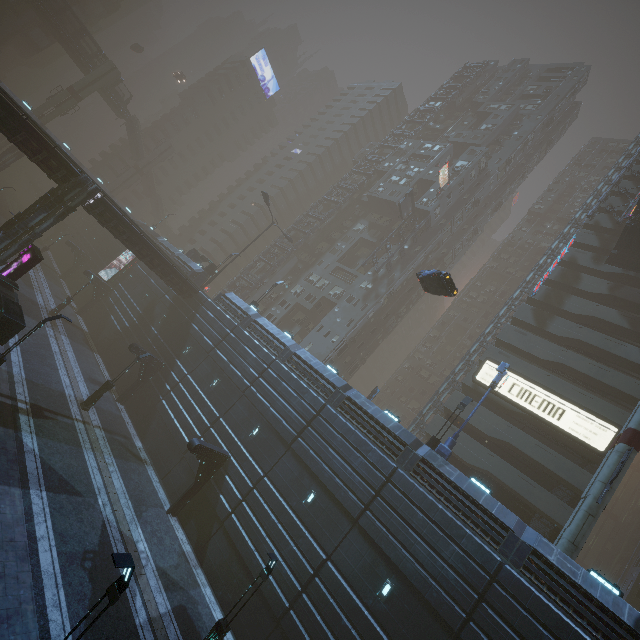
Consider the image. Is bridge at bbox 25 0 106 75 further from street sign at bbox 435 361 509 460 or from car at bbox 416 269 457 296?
street sign at bbox 435 361 509 460

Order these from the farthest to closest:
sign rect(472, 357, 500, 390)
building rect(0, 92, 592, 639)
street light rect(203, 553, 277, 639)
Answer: sign rect(472, 357, 500, 390) < building rect(0, 92, 592, 639) < street light rect(203, 553, 277, 639)

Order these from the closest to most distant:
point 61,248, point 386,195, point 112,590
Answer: point 112,590 → point 386,195 → point 61,248

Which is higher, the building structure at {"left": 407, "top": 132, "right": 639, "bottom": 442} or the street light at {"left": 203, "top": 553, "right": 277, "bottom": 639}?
the building structure at {"left": 407, "top": 132, "right": 639, "bottom": 442}

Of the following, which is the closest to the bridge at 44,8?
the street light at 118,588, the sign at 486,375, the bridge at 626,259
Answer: the bridge at 626,259

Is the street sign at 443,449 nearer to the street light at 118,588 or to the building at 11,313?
the building at 11,313

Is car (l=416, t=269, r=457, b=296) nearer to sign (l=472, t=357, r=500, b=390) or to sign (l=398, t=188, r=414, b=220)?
sign (l=472, t=357, r=500, b=390)

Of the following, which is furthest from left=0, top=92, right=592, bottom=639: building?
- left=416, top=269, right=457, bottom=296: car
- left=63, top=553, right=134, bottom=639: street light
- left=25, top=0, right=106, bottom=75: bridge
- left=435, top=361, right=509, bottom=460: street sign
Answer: left=25, top=0, right=106, bottom=75: bridge
